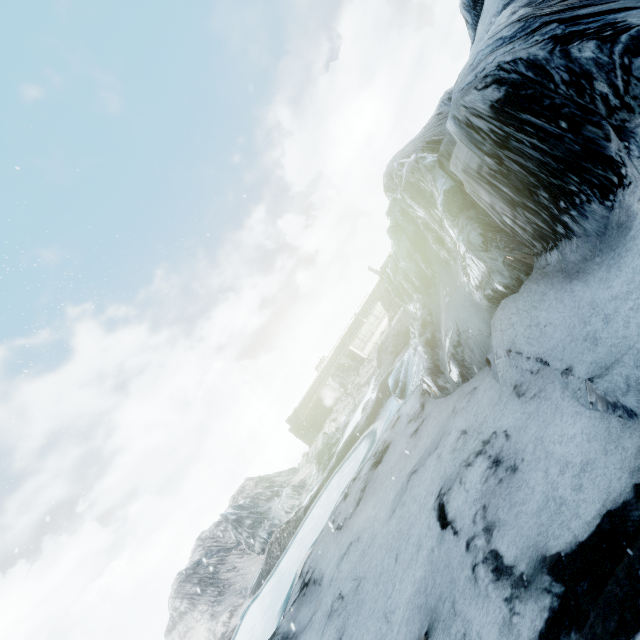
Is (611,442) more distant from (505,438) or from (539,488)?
(505,438)
